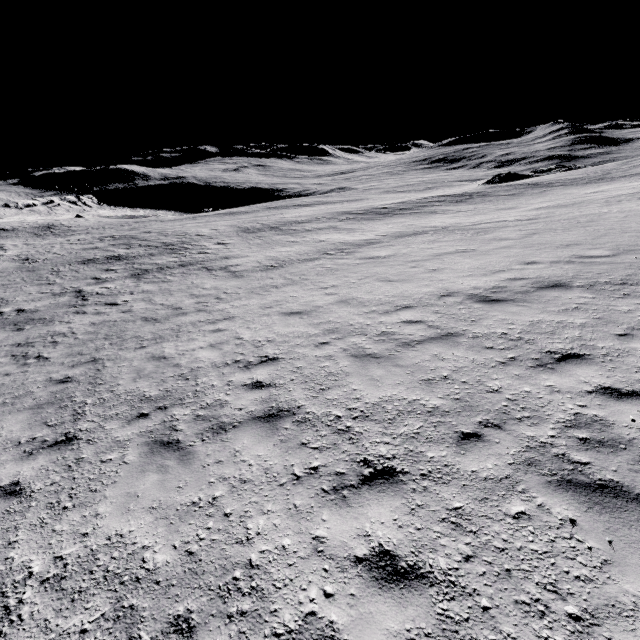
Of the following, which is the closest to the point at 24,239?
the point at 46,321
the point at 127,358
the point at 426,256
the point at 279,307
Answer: the point at 46,321
